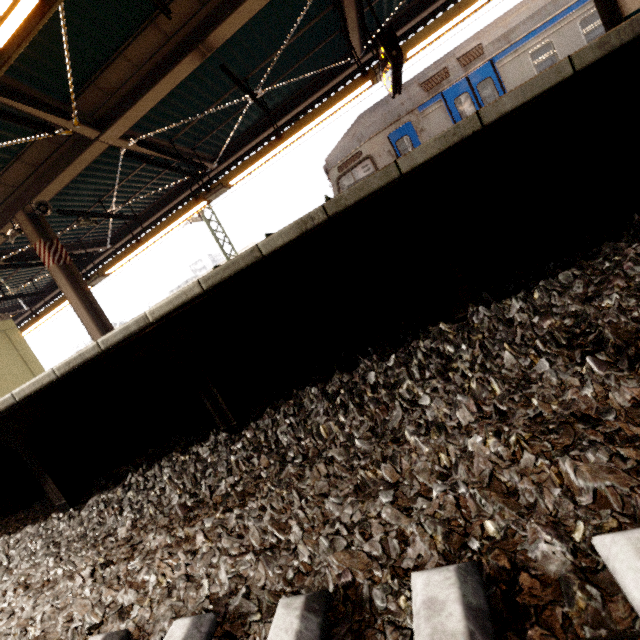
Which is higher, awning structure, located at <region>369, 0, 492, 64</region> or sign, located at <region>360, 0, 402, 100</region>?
awning structure, located at <region>369, 0, 492, 64</region>

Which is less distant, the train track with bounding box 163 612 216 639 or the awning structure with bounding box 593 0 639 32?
the train track with bounding box 163 612 216 639

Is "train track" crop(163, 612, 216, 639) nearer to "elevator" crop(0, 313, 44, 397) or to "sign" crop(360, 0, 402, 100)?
"elevator" crop(0, 313, 44, 397)

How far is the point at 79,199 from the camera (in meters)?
8.05

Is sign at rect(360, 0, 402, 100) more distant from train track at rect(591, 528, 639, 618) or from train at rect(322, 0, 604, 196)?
train track at rect(591, 528, 639, 618)

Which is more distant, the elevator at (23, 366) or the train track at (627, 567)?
the elevator at (23, 366)

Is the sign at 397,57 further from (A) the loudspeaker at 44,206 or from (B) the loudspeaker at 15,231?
(B) the loudspeaker at 15,231

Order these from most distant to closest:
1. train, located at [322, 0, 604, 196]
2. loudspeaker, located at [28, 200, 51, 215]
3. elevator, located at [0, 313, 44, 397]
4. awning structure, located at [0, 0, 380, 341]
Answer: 1. elevator, located at [0, 313, 44, 397]
2. train, located at [322, 0, 604, 196]
3. loudspeaker, located at [28, 200, 51, 215]
4. awning structure, located at [0, 0, 380, 341]
